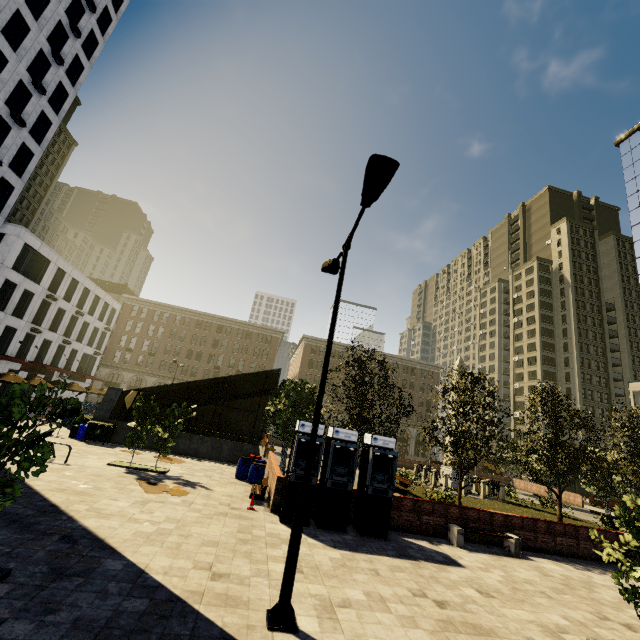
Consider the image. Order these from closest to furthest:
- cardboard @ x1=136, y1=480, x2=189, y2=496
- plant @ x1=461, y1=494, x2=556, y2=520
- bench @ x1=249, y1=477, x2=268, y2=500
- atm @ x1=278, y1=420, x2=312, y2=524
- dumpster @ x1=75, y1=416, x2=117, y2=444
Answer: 1. atm @ x1=278, y1=420, x2=312, y2=524
2. cardboard @ x1=136, y1=480, x2=189, y2=496
3. bench @ x1=249, y1=477, x2=268, y2=500
4. dumpster @ x1=75, y1=416, x2=117, y2=444
5. plant @ x1=461, y1=494, x2=556, y2=520

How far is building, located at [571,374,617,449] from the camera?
57.8m

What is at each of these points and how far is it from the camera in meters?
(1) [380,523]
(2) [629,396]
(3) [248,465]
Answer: (1) atm, 11.1
(2) building, 46.0
(3) barrel, 16.5

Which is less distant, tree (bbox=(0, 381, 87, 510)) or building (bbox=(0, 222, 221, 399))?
tree (bbox=(0, 381, 87, 510))

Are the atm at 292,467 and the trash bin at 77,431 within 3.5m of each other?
no

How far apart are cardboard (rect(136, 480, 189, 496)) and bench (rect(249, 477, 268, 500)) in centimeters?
232cm

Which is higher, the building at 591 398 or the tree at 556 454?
the building at 591 398

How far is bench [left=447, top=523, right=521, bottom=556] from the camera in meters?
11.9 m
